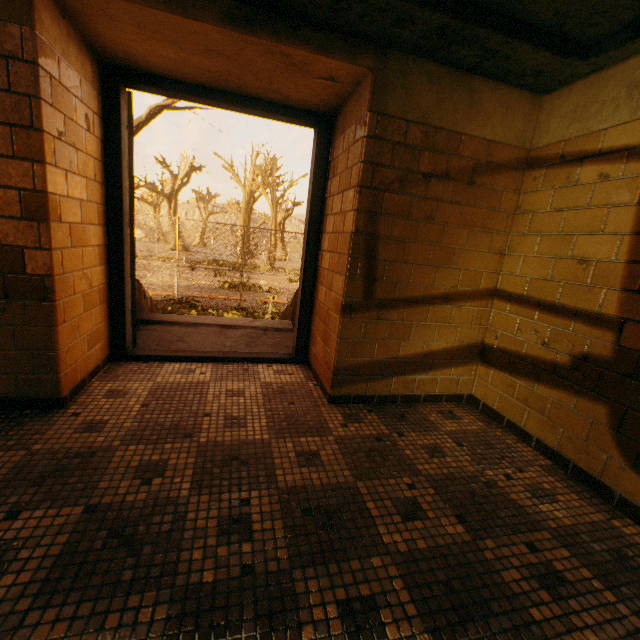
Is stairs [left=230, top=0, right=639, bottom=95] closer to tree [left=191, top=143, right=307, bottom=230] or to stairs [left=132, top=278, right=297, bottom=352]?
stairs [left=132, top=278, right=297, bottom=352]

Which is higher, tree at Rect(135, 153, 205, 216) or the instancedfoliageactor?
tree at Rect(135, 153, 205, 216)

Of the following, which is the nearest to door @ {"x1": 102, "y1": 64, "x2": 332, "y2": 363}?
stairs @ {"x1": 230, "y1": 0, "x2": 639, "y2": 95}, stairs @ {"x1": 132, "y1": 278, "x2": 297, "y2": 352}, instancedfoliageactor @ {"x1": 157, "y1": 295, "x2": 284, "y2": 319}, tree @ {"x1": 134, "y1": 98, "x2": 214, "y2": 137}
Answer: stairs @ {"x1": 132, "y1": 278, "x2": 297, "y2": 352}

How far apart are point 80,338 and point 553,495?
3.0m

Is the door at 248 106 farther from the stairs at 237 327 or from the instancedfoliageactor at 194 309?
the instancedfoliageactor at 194 309

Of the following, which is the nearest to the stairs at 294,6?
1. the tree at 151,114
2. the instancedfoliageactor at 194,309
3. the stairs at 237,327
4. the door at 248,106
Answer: the door at 248,106

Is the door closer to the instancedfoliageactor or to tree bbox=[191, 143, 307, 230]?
tree bbox=[191, 143, 307, 230]
